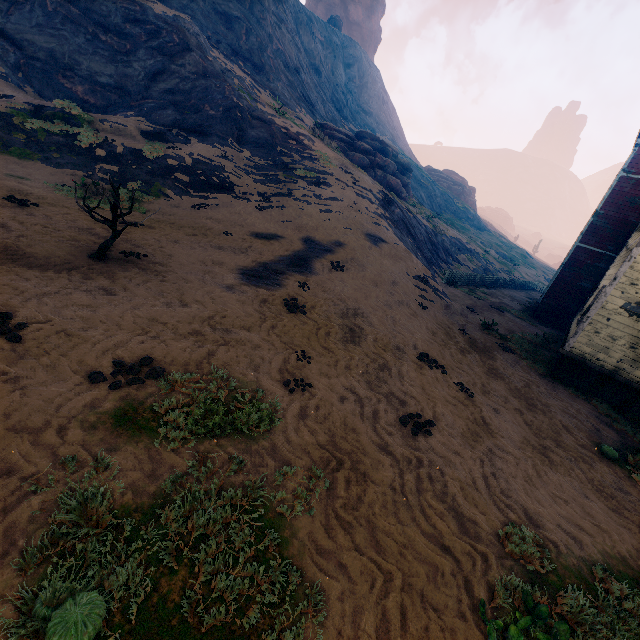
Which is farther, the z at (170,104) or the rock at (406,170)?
the rock at (406,170)

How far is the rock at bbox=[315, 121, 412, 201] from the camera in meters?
30.3

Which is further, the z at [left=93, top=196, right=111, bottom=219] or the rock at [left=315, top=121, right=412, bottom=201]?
the rock at [left=315, top=121, right=412, bottom=201]

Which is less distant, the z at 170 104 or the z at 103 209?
the z at 170 104

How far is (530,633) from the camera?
3.1 meters

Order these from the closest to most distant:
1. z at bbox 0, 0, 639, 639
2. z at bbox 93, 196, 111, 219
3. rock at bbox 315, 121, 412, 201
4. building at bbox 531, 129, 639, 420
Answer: z at bbox 0, 0, 639, 639, building at bbox 531, 129, 639, 420, z at bbox 93, 196, 111, 219, rock at bbox 315, 121, 412, 201

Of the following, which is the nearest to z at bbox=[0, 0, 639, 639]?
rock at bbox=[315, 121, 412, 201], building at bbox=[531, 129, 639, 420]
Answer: building at bbox=[531, 129, 639, 420]
